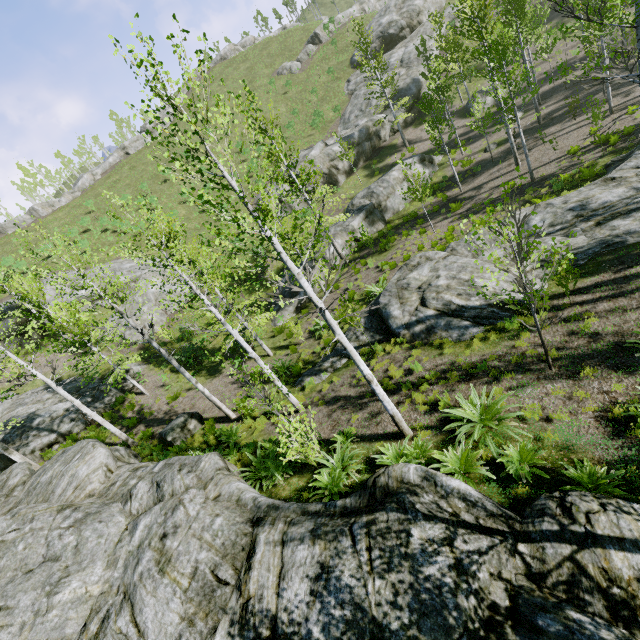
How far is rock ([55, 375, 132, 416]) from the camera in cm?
1838

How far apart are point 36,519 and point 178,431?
4.94m

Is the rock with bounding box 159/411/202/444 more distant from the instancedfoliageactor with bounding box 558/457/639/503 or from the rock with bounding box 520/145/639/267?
the rock with bounding box 520/145/639/267

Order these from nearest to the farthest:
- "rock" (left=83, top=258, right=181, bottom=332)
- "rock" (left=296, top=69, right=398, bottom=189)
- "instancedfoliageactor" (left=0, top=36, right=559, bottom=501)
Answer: "instancedfoliageactor" (left=0, top=36, right=559, bottom=501)
"rock" (left=83, top=258, right=181, bottom=332)
"rock" (left=296, top=69, right=398, bottom=189)

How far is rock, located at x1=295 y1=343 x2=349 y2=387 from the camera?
13.4 meters

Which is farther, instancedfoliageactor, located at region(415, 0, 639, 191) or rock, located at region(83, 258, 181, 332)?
rock, located at region(83, 258, 181, 332)

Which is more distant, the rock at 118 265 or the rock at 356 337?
the rock at 118 265

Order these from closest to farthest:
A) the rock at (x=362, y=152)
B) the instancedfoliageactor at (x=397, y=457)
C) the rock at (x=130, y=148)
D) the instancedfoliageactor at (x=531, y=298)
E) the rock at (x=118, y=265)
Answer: the instancedfoliageactor at (x=397, y=457) < the instancedfoliageactor at (x=531, y=298) < the rock at (x=118, y=265) < the rock at (x=362, y=152) < the rock at (x=130, y=148)
